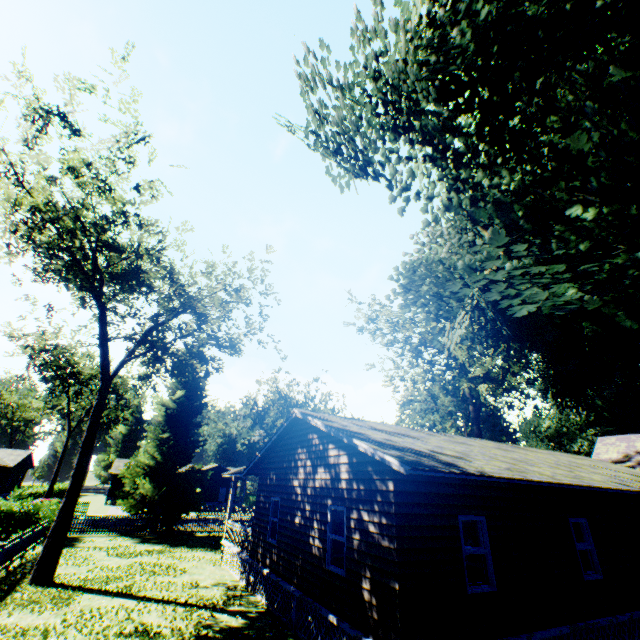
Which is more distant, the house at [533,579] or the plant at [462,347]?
the house at [533,579]

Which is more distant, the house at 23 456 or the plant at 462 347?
the house at 23 456

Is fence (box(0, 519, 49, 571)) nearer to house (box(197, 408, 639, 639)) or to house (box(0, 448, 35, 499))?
house (box(197, 408, 639, 639))

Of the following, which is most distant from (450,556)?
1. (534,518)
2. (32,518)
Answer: (32,518)

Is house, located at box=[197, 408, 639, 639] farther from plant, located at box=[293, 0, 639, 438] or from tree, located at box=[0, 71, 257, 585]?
tree, located at box=[0, 71, 257, 585]

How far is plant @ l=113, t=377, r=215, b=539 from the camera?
24.3m

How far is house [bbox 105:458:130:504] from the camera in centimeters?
4978cm
